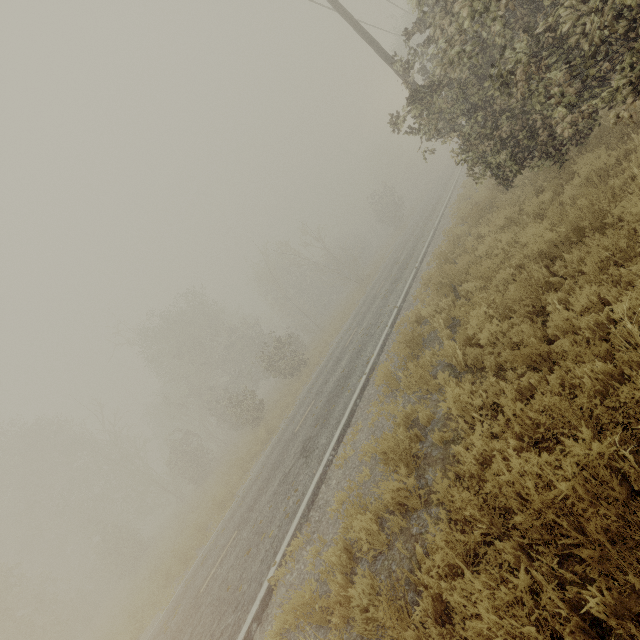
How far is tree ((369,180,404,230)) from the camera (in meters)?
39.91

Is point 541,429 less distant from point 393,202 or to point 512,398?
point 512,398

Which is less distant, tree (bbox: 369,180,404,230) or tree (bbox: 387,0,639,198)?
tree (bbox: 387,0,639,198)

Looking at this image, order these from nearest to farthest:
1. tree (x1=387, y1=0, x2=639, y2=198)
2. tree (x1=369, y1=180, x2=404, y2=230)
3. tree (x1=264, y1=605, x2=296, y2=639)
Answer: tree (x1=264, y1=605, x2=296, y2=639) < tree (x1=387, y1=0, x2=639, y2=198) < tree (x1=369, y1=180, x2=404, y2=230)

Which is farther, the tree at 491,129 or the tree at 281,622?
the tree at 491,129

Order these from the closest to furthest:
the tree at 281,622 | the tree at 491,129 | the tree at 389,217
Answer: the tree at 281,622 < the tree at 491,129 < the tree at 389,217
